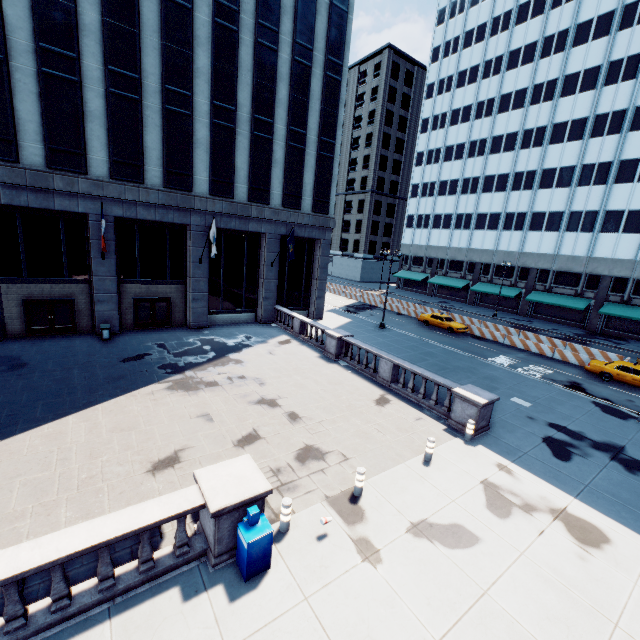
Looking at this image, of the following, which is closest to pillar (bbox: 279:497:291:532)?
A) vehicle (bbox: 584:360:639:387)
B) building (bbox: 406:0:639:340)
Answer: vehicle (bbox: 584:360:639:387)

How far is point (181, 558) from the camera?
7.2m

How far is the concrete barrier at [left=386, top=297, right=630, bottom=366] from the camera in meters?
26.5

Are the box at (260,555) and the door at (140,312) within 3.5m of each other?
no

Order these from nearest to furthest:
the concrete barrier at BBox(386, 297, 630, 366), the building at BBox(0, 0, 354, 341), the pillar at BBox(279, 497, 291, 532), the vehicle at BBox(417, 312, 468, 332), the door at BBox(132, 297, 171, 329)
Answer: the pillar at BBox(279, 497, 291, 532) < the building at BBox(0, 0, 354, 341) < the door at BBox(132, 297, 171, 329) < the concrete barrier at BBox(386, 297, 630, 366) < the vehicle at BBox(417, 312, 468, 332)

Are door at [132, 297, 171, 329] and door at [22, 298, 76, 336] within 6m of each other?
yes

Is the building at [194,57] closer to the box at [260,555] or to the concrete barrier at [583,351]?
the concrete barrier at [583,351]

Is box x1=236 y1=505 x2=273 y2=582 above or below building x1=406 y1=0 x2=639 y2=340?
below
